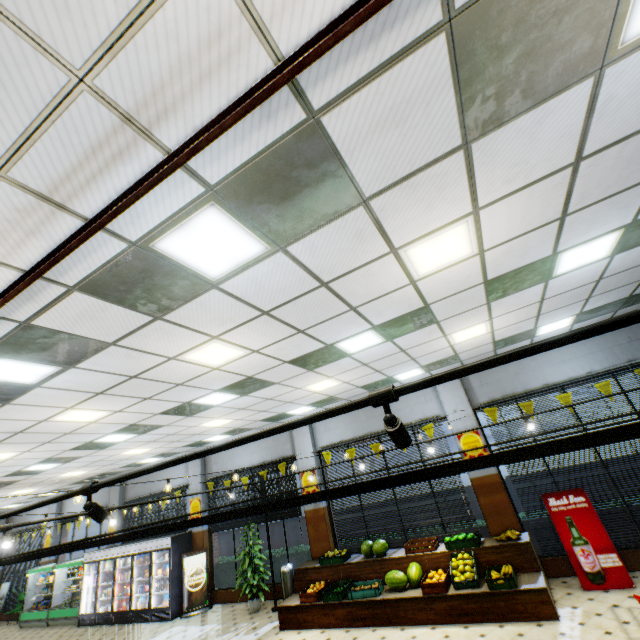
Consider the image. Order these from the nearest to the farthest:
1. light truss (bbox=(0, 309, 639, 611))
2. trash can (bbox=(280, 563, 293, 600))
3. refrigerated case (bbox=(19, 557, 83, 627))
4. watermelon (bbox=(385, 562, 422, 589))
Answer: light truss (bbox=(0, 309, 639, 611)), watermelon (bbox=(385, 562, 422, 589)), trash can (bbox=(280, 563, 293, 600)), refrigerated case (bbox=(19, 557, 83, 627))

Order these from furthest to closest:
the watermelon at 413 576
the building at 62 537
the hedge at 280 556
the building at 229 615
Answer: the building at 62 537 < the hedge at 280 556 < the watermelon at 413 576 < the building at 229 615

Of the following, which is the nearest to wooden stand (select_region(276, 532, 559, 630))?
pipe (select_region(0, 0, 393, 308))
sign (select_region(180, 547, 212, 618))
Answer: sign (select_region(180, 547, 212, 618))

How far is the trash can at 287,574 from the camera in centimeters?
910cm

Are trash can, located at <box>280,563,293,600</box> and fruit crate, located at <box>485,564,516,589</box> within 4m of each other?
no

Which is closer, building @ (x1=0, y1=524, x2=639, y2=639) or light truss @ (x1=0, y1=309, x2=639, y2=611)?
light truss @ (x1=0, y1=309, x2=639, y2=611)

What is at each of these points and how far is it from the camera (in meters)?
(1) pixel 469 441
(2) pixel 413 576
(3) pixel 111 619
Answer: (1) sign, 8.51
(2) watermelon, 7.08
(3) wall refrigerator, 11.34

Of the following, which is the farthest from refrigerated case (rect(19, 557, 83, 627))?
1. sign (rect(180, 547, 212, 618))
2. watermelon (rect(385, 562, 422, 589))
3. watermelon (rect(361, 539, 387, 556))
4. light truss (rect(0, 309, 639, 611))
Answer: watermelon (rect(385, 562, 422, 589))
